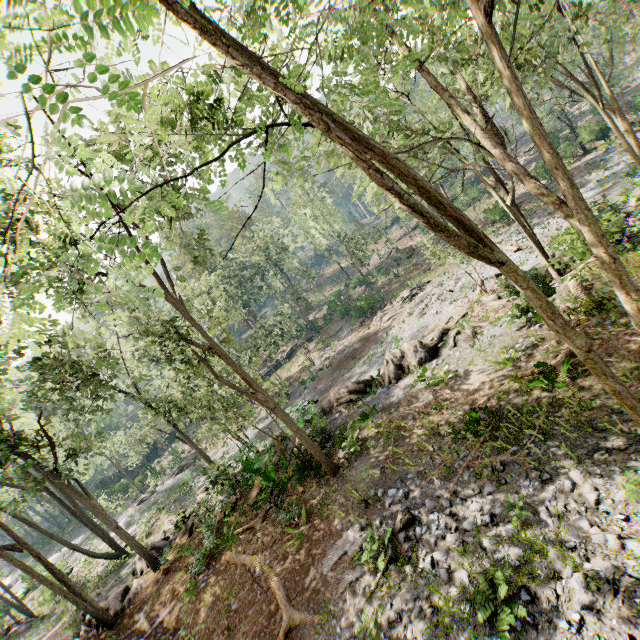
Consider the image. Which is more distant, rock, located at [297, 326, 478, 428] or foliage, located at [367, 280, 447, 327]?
foliage, located at [367, 280, 447, 327]

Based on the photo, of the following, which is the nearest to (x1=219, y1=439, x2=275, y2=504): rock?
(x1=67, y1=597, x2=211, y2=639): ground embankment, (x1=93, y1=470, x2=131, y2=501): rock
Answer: (x1=67, y1=597, x2=211, y2=639): ground embankment

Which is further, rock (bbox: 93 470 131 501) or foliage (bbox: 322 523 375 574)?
rock (bbox: 93 470 131 501)

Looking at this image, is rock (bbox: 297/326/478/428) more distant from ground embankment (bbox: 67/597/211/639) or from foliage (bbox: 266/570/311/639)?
ground embankment (bbox: 67/597/211/639)

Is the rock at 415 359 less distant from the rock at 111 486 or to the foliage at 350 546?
the foliage at 350 546

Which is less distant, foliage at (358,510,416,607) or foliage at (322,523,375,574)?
foliage at (358,510,416,607)

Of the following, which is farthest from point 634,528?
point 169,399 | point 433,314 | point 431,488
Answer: point 433,314

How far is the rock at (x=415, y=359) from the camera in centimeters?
1850cm
